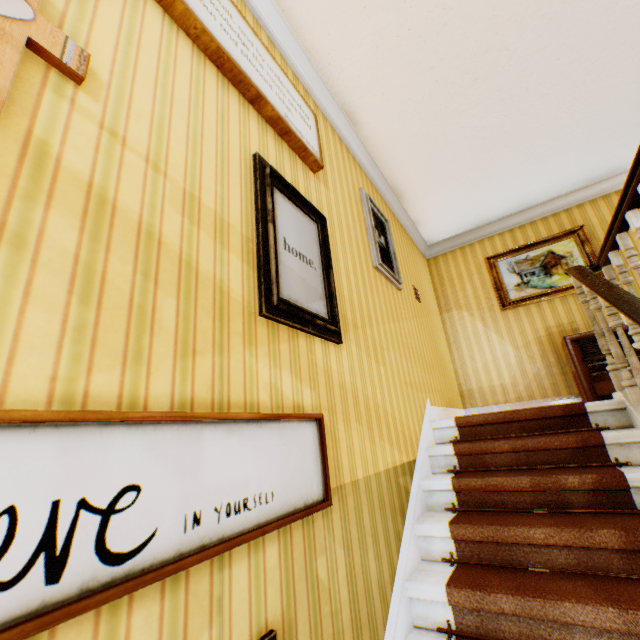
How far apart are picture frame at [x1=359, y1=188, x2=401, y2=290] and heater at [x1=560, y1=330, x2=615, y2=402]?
A: 2.4m

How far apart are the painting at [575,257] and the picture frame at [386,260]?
2.41m

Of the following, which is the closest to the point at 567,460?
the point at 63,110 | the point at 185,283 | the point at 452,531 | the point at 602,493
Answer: the point at 602,493

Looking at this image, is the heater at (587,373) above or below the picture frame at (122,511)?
above

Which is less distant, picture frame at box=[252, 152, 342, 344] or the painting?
picture frame at box=[252, 152, 342, 344]

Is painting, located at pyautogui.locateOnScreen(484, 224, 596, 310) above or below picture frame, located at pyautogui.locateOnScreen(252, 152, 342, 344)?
above

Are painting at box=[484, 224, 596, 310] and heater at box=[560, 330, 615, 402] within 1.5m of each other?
yes

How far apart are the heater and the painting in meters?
0.8 m
